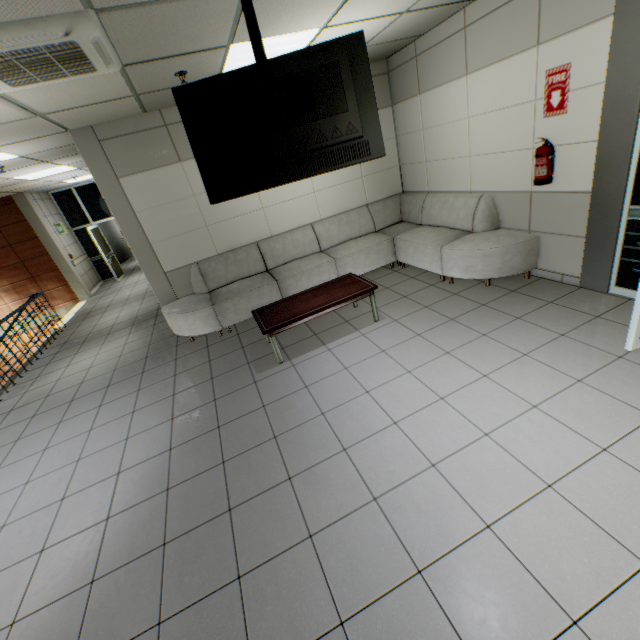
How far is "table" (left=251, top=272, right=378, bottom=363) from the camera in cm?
394

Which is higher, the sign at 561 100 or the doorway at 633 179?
the sign at 561 100

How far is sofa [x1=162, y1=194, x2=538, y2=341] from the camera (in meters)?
4.36

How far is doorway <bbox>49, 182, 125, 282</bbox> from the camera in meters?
10.8 m

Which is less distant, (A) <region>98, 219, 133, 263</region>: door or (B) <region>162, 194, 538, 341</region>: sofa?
(B) <region>162, 194, 538, 341</region>: sofa

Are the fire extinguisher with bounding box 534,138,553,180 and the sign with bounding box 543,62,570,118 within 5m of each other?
yes

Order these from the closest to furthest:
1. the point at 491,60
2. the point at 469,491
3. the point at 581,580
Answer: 1. the point at 581,580
2. the point at 469,491
3. the point at 491,60

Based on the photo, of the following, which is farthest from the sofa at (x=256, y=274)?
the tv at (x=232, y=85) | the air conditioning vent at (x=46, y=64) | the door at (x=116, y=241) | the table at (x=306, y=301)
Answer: the door at (x=116, y=241)
